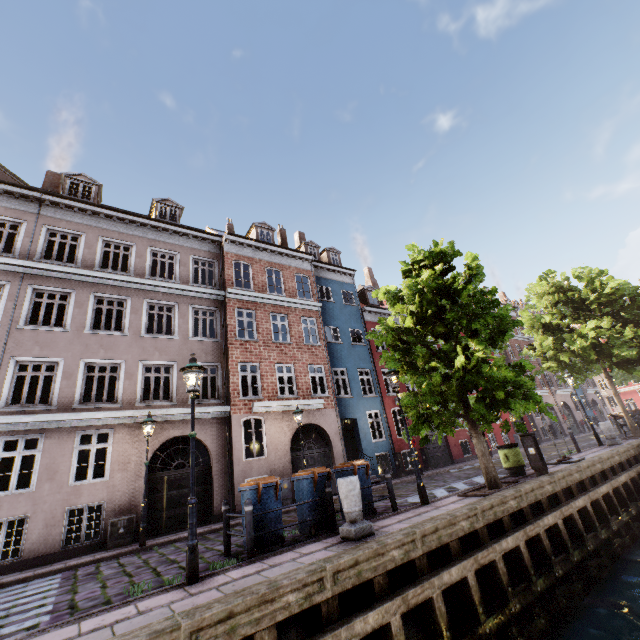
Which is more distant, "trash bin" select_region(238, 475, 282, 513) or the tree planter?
the tree planter

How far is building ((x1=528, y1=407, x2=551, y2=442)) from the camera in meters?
28.6 m

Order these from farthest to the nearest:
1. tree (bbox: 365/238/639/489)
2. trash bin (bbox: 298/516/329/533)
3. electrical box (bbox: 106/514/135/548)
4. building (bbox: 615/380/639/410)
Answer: building (bbox: 615/380/639/410), electrical box (bbox: 106/514/135/548), tree (bbox: 365/238/639/489), trash bin (bbox: 298/516/329/533)

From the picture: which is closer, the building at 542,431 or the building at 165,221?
the building at 165,221

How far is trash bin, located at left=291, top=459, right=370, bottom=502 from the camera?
7.77m

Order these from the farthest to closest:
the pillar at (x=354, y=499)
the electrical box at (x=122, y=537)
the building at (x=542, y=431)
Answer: the building at (x=542, y=431)
the electrical box at (x=122, y=537)
the pillar at (x=354, y=499)

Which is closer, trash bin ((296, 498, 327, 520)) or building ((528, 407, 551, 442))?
trash bin ((296, 498, 327, 520))

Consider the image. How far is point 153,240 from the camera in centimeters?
1627cm
